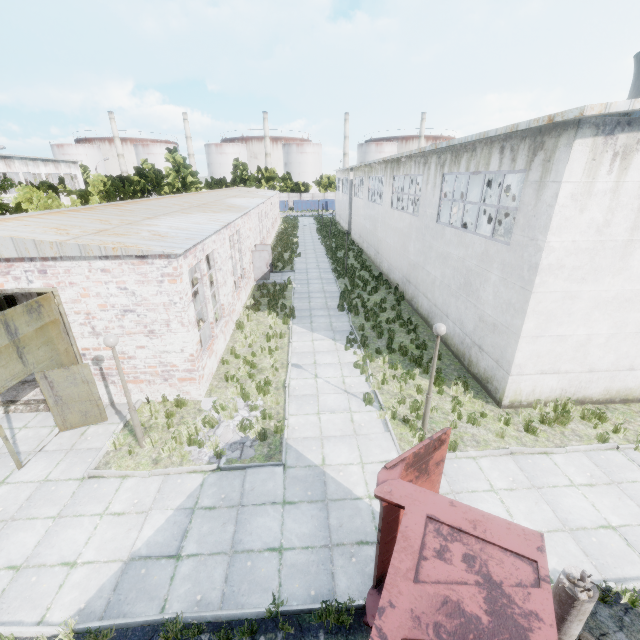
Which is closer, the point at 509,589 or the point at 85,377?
the point at 509,589

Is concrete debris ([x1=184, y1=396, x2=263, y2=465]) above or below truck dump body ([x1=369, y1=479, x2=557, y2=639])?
below

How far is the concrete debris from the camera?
8.56m

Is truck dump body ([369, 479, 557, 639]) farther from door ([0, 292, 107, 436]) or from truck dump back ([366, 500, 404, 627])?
door ([0, 292, 107, 436])

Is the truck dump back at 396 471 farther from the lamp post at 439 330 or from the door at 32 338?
the door at 32 338

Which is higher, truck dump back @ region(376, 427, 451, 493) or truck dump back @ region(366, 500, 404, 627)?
truck dump back @ region(376, 427, 451, 493)

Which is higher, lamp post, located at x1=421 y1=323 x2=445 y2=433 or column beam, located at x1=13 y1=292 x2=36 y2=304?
lamp post, located at x1=421 y1=323 x2=445 y2=433

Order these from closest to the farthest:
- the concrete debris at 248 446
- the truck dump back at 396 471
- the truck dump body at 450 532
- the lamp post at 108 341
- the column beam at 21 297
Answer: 1. the truck dump body at 450 532
2. the truck dump back at 396 471
3. the lamp post at 108 341
4. the concrete debris at 248 446
5. the column beam at 21 297
